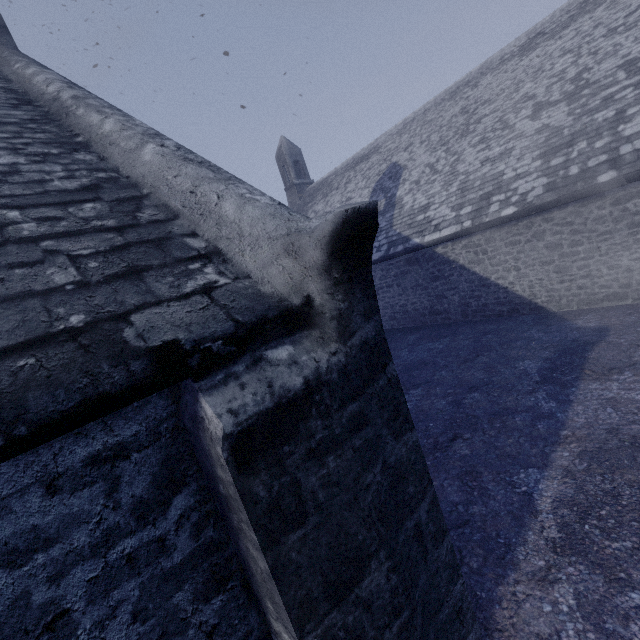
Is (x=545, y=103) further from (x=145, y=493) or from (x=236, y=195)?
(x=145, y=493)
